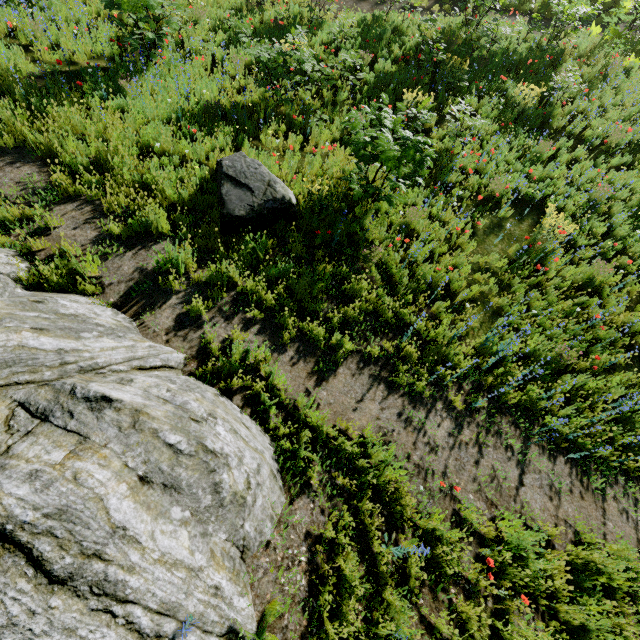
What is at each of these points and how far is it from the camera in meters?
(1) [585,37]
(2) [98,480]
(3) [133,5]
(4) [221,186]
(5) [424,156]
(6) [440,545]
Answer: (1) instancedfoliageactor, 11.2
(2) rock, 2.2
(3) instancedfoliageactor, 6.5
(4) rock, 5.3
(5) instancedfoliageactor, 5.3
(6) instancedfoliageactor, 3.4

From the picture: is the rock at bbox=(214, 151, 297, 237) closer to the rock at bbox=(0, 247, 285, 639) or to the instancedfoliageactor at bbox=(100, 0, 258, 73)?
the instancedfoliageactor at bbox=(100, 0, 258, 73)

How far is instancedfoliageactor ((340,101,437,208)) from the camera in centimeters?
518cm

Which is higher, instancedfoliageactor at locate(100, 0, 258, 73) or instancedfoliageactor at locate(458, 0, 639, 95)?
instancedfoliageactor at locate(458, 0, 639, 95)

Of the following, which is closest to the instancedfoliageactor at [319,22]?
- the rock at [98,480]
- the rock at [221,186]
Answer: the rock at [221,186]

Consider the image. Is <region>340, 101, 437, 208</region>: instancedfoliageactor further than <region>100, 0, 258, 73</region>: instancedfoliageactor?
No

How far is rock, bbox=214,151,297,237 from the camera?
5.2 meters
